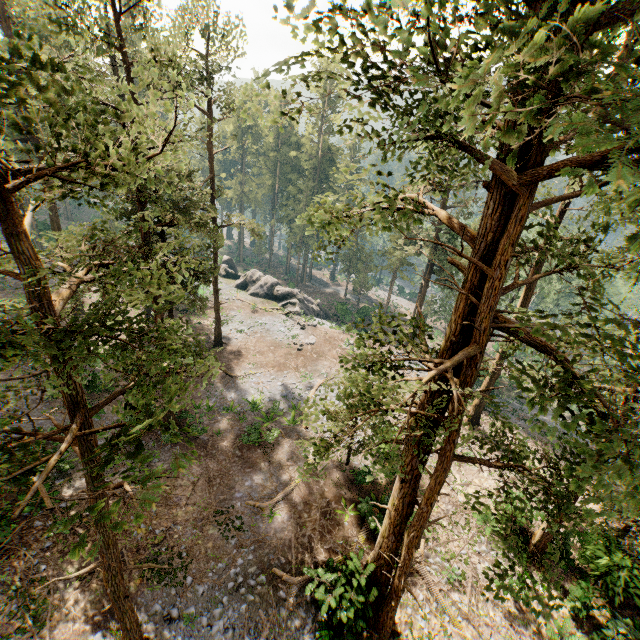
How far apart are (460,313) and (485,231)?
2.1m

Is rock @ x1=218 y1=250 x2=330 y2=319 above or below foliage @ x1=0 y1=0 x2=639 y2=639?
below

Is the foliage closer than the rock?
Yes

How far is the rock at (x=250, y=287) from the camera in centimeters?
4294cm

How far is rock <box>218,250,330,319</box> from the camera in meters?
42.9 m

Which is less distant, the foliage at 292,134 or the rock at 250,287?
the foliage at 292,134
